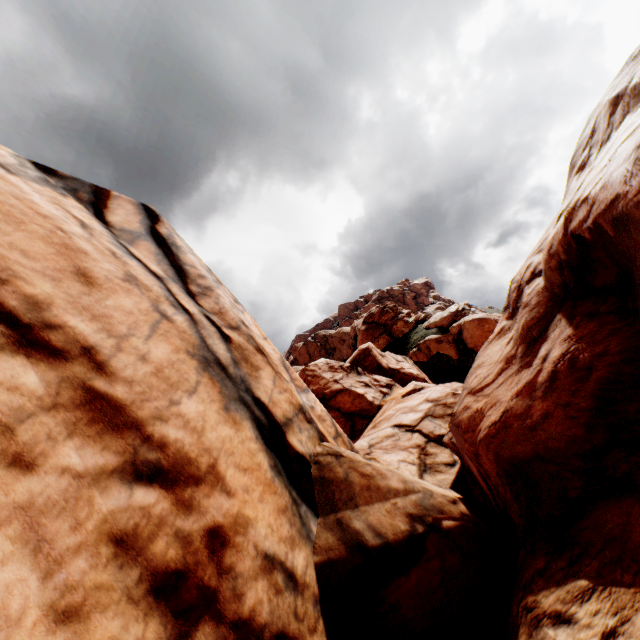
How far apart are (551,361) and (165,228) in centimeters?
1021cm
